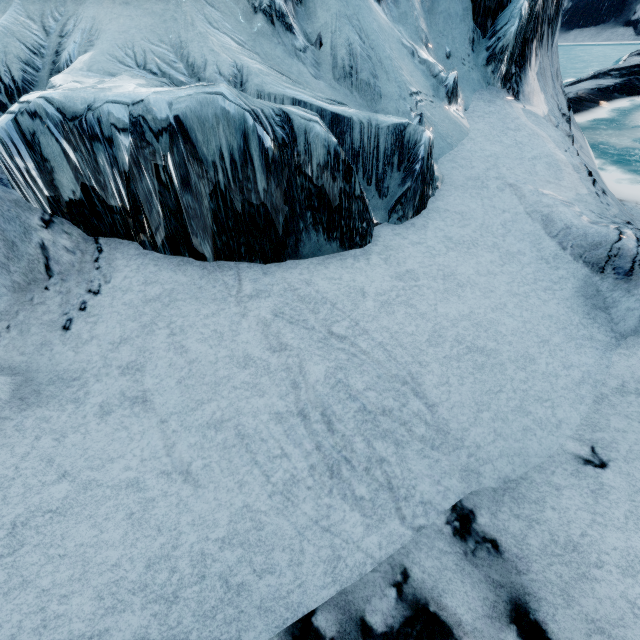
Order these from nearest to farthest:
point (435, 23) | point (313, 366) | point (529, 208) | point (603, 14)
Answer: point (313, 366) < point (529, 208) < point (435, 23) < point (603, 14)
